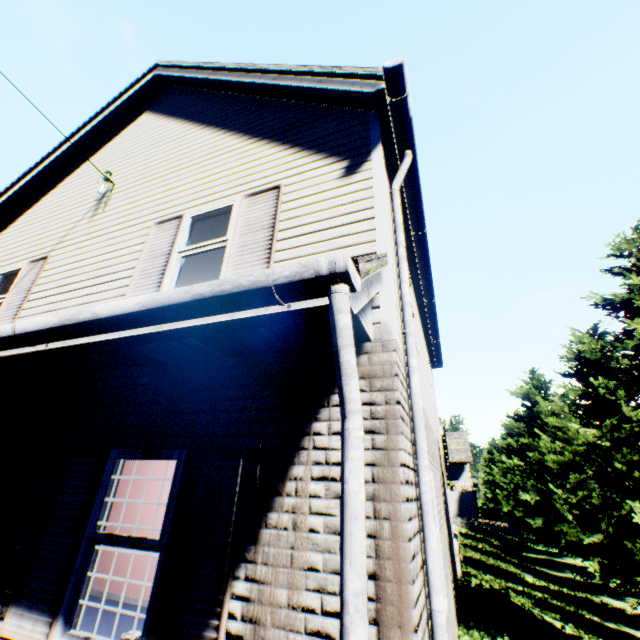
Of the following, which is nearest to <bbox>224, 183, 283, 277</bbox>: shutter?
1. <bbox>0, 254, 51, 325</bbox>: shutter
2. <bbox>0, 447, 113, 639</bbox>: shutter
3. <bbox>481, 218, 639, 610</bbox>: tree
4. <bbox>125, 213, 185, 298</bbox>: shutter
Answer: <bbox>125, 213, 185, 298</bbox>: shutter

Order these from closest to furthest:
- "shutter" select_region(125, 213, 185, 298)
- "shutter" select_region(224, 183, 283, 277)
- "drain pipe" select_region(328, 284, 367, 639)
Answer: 1. "drain pipe" select_region(328, 284, 367, 639)
2. "shutter" select_region(224, 183, 283, 277)
3. "shutter" select_region(125, 213, 185, 298)

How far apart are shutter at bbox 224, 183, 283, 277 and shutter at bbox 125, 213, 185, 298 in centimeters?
96cm

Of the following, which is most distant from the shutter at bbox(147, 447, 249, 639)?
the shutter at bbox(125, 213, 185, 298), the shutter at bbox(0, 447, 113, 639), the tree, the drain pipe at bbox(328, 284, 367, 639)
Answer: the tree

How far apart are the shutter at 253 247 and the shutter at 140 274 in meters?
1.0

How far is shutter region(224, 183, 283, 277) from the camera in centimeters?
400cm

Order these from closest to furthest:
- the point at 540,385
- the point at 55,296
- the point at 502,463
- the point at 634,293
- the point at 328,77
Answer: the point at 328,77 → the point at 55,296 → the point at 634,293 → the point at 540,385 → the point at 502,463

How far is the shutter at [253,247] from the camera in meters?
A: 4.0 m
